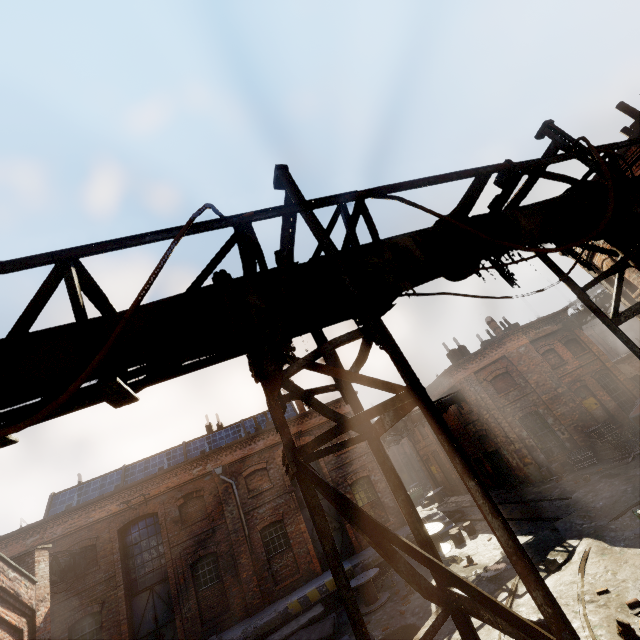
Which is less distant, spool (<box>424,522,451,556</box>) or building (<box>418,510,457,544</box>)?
spool (<box>424,522,451,556</box>)

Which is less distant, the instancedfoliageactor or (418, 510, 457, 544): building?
the instancedfoliageactor

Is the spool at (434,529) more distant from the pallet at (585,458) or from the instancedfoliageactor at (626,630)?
the instancedfoliageactor at (626,630)

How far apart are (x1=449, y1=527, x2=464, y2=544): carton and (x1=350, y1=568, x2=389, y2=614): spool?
3.8m

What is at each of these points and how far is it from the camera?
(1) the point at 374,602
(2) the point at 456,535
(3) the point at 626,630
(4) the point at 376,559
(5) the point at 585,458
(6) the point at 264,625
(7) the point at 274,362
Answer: (1) spool, 12.9m
(2) carton, 14.7m
(3) instancedfoliageactor, 5.8m
(4) building, 14.9m
(5) pallet, 16.8m
(6) building, 13.3m
(7) pipe, 2.5m

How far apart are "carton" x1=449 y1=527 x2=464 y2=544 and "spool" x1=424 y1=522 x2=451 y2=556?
0.2 meters

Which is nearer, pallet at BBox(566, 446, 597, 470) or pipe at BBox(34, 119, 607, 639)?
pipe at BBox(34, 119, 607, 639)

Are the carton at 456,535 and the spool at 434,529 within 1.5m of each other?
yes
